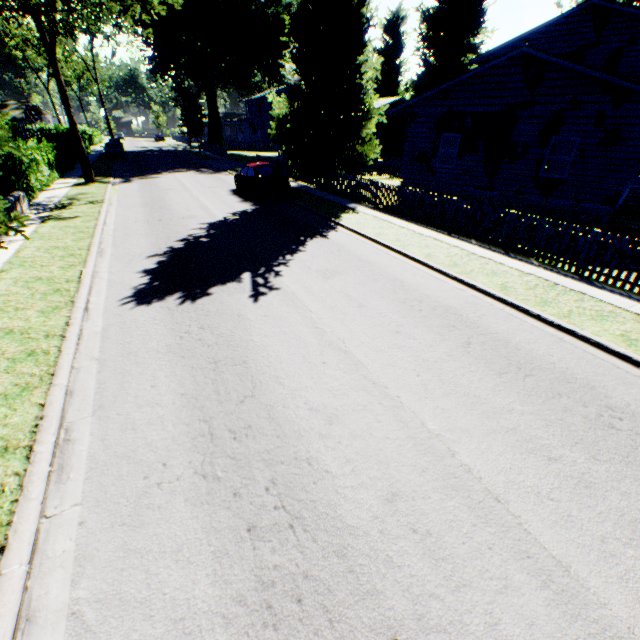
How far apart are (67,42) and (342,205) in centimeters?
1703cm

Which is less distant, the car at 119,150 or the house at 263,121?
the car at 119,150

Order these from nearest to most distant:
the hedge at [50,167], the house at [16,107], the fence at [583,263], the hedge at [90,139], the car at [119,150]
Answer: the fence at [583,263] < the hedge at [50,167] < the car at [119,150] < the hedge at [90,139] < the house at [16,107]

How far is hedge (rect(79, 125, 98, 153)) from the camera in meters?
42.3 m

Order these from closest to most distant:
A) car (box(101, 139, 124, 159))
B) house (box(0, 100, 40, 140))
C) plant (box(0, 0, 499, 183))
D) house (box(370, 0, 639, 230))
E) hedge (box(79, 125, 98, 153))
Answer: house (box(370, 0, 639, 230)), plant (box(0, 0, 499, 183)), car (box(101, 139, 124, 159)), hedge (box(79, 125, 98, 153)), house (box(0, 100, 40, 140))

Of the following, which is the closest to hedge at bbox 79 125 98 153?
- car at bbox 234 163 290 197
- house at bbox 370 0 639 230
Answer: car at bbox 234 163 290 197

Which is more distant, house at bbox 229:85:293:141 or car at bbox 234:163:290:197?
house at bbox 229:85:293:141

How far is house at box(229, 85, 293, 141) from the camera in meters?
56.8
